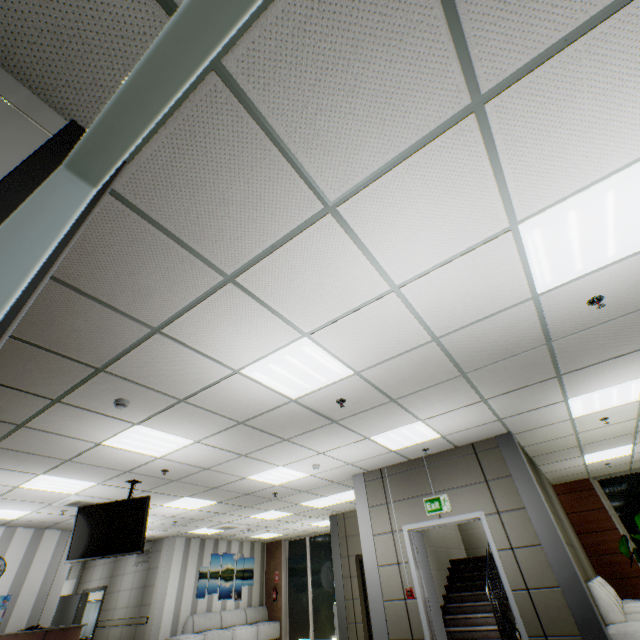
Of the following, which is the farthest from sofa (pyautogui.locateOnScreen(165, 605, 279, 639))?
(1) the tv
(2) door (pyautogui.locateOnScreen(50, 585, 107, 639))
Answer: (1) the tv

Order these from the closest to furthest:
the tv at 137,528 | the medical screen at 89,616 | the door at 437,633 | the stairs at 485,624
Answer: the door at 437,633, the tv at 137,528, the stairs at 485,624, the medical screen at 89,616

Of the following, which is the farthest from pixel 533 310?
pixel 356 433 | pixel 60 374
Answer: pixel 60 374

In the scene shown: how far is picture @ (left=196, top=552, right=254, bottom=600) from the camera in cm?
1188

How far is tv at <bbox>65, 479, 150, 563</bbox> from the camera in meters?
5.5

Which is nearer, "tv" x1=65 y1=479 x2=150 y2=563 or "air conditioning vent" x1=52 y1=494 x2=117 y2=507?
"tv" x1=65 y1=479 x2=150 y2=563

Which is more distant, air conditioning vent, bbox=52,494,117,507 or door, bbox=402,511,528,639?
air conditioning vent, bbox=52,494,117,507

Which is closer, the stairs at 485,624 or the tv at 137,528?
the tv at 137,528
